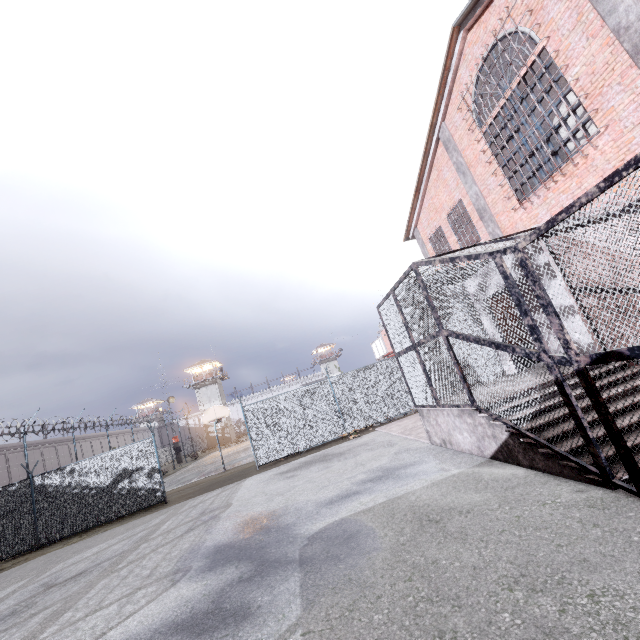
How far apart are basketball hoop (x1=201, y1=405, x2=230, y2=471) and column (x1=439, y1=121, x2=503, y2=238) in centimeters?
1656cm

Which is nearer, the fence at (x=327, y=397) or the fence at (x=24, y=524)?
the fence at (x=24, y=524)

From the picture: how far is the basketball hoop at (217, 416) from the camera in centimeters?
1840cm

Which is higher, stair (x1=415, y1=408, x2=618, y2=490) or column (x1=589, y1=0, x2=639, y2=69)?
column (x1=589, y1=0, x2=639, y2=69)

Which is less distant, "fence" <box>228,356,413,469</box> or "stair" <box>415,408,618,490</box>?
"stair" <box>415,408,618,490</box>

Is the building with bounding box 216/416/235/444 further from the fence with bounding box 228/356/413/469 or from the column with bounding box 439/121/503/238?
the column with bounding box 439/121/503/238

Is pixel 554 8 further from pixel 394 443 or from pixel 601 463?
pixel 394 443

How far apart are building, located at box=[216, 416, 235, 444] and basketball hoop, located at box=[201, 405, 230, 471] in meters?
39.6
